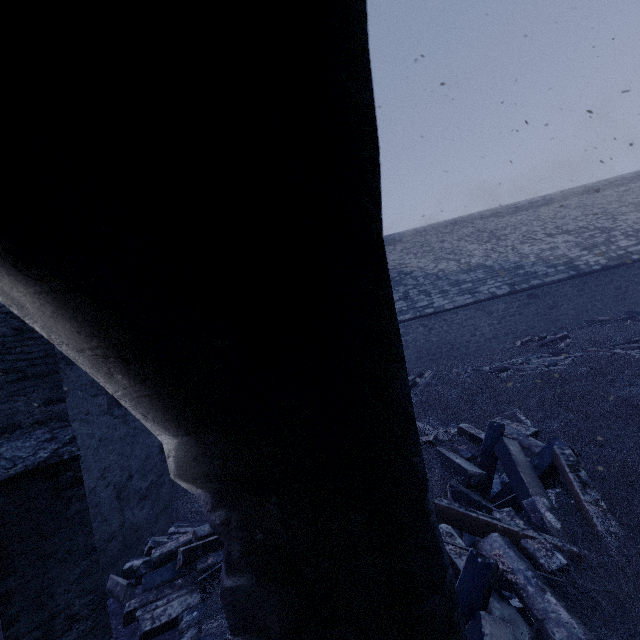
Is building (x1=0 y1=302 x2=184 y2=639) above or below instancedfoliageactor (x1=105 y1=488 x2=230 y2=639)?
above

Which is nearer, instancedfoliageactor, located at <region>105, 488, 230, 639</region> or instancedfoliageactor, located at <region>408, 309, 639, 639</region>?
instancedfoliageactor, located at <region>408, 309, 639, 639</region>

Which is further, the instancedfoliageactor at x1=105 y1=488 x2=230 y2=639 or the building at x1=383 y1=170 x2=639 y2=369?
the building at x1=383 y1=170 x2=639 y2=369

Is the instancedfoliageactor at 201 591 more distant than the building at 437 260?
No

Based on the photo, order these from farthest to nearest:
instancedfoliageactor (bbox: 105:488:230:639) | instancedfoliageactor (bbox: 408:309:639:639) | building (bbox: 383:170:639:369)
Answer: building (bbox: 383:170:639:369), instancedfoliageactor (bbox: 105:488:230:639), instancedfoliageactor (bbox: 408:309:639:639)

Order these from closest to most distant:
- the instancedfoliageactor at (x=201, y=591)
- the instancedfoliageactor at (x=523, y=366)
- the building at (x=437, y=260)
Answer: the instancedfoliageactor at (x=523, y=366), the instancedfoliageactor at (x=201, y=591), the building at (x=437, y=260)

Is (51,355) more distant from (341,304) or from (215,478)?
(341,304)
